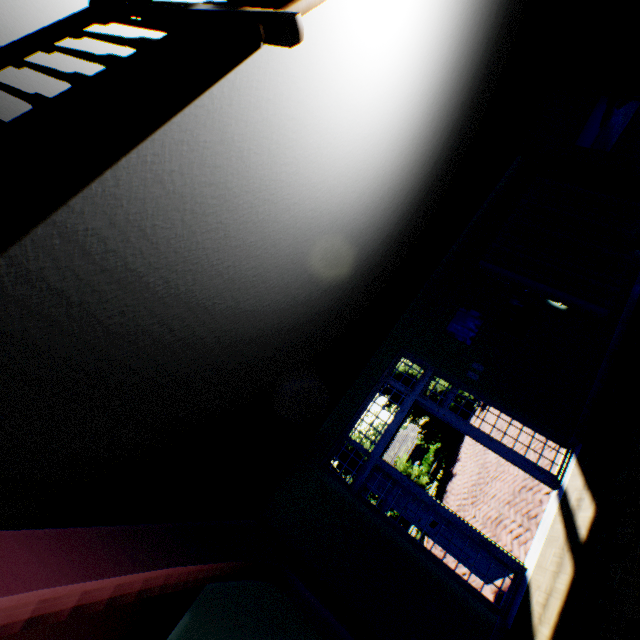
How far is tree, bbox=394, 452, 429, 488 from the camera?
18.44m

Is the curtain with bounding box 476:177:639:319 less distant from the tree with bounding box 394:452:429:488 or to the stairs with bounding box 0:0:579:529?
the stairs with bounding box 0:0:579:529

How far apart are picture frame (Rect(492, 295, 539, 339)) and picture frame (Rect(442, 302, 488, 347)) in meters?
0.1

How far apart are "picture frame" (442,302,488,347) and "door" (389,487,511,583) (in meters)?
2.44

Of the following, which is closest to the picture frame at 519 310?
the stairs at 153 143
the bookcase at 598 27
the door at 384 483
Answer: the stairs at 153 143

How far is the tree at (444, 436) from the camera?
19.48m

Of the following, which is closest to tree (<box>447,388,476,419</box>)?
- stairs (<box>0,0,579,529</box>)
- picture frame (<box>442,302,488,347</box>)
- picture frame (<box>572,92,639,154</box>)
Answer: stairs (<box>0,0,579,529</box>)

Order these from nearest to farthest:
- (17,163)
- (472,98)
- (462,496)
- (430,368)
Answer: (17,163) → (472,98) → (430,368) → (462,496)
